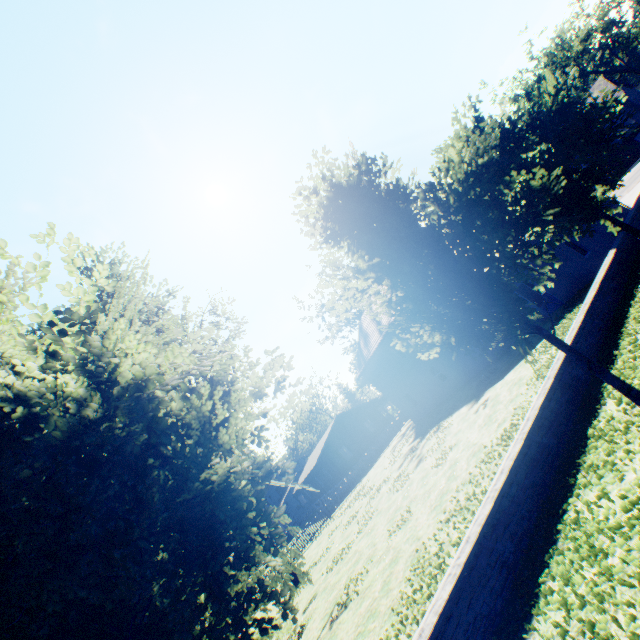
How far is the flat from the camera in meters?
39.4 m

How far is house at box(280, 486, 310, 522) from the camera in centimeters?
5512cm

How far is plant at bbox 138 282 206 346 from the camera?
19.6 meters

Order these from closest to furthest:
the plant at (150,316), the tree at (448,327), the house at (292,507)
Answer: the tree at (448,327) < the plant at (150,316) < the house at (292,507)

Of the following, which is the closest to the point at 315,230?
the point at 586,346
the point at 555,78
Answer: the point at 586,346

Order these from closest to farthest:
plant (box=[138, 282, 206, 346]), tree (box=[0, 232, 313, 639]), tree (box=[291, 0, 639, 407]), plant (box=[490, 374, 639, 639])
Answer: tree (box=[0, 232, 313, 639])
plant (box=[490, 374, 639, 639])
tree (box=[291, 0, 639, 407])
plant (box=[138, 282, 206, 346])

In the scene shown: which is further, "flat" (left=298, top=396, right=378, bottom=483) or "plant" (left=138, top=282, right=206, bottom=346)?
"flat" (left=298, top=396, right=378, bottom=483)

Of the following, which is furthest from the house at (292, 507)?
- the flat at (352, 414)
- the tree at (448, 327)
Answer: the tree at (448, 327)
